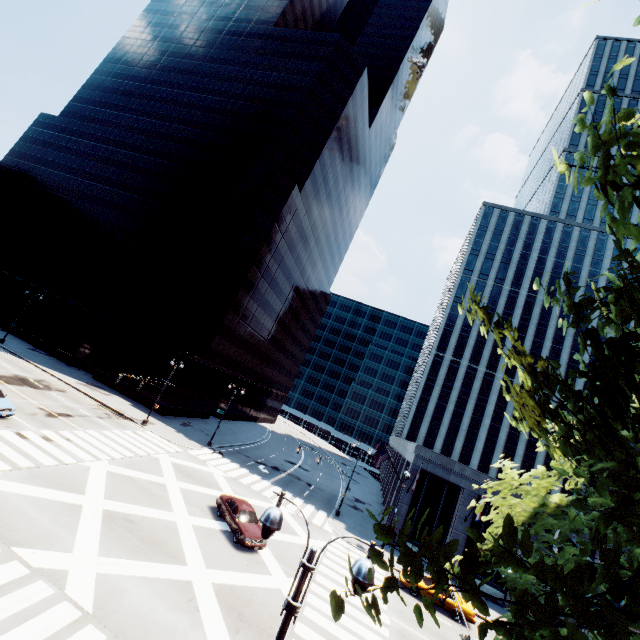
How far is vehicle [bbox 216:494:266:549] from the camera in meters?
19.1

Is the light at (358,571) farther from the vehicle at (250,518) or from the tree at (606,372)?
the vehicle at (250,518)

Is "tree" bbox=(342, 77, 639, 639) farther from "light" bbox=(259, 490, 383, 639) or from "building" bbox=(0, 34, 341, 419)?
"building" bbox=(0, 34, 341, 419)

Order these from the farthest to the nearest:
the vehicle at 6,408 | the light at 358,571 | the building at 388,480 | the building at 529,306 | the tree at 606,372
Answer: the building at 529,306, the building at 388,480, the vehicle at 6,408, the light at 358,571, the tree at 606,372

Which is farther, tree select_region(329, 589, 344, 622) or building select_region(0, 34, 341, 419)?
building select_region(0, 34, 341, 419)

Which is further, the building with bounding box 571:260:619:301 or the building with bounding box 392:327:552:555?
the building with bounding box 571:260:619:301

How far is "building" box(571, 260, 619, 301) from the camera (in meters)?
58.75

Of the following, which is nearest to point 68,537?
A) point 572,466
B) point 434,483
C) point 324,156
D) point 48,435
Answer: point 48,435
